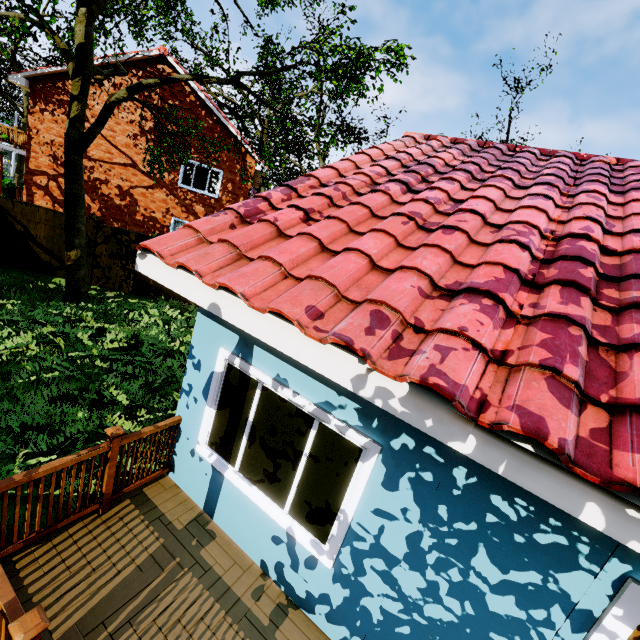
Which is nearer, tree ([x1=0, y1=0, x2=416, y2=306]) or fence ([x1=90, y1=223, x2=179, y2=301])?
tree ([x1=0, y1=0, x2=416, y2=306])

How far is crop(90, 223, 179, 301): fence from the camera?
11.86m

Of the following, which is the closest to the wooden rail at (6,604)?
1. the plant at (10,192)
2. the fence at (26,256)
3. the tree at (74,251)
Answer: the fence at (26,256)

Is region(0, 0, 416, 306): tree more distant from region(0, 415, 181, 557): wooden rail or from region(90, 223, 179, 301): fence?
region(0, 415, 181, 557): wooden rail

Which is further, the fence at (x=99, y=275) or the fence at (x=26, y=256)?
the fence at (x=99, y=275)

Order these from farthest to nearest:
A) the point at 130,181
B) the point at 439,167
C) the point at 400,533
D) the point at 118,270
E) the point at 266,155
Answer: the point at 130,181, the point at 118,270, the point at 266,155, the point at 439,167, the point at 400,533

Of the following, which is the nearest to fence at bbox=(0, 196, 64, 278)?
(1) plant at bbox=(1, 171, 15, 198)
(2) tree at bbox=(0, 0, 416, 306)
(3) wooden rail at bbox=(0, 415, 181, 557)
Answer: (2) tree at bbox=(0, 0, 416, 306)

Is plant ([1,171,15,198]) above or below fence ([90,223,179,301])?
above
